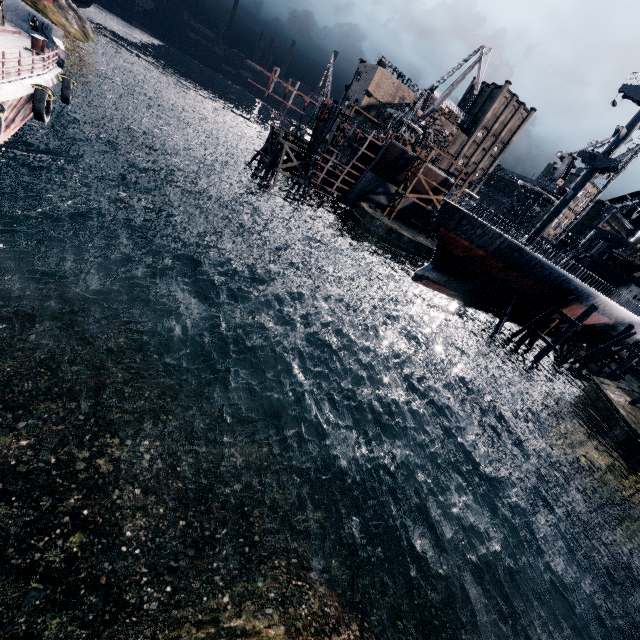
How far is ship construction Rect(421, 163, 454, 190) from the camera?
48.4m

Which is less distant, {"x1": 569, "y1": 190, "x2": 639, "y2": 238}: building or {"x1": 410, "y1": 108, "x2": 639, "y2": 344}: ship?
{"x1": 410, "y1": 108, "x2": 639, "y2": 344}: ship

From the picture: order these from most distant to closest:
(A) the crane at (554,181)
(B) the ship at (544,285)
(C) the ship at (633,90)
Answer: (A) the crane at (554,181) → (C) the ship at (633,90) → (B) the ship at (544,285)

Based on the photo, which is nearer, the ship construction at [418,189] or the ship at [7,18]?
the ship at [7,18]

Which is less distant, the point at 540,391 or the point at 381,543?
the point at 381,543

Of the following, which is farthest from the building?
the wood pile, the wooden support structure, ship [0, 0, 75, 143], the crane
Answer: ship [0, 0, 75, 143]

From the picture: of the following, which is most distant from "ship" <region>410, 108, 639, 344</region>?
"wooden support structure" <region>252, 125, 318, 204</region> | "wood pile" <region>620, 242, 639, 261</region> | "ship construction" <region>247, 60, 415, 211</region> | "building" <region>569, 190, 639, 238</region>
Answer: "wooden support structure" <region>252, 125, 318, 204</region>
